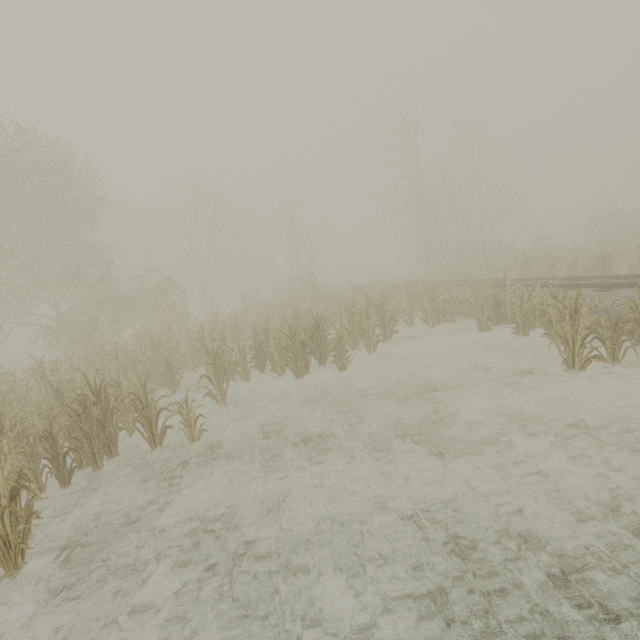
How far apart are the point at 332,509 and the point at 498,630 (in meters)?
2.17
